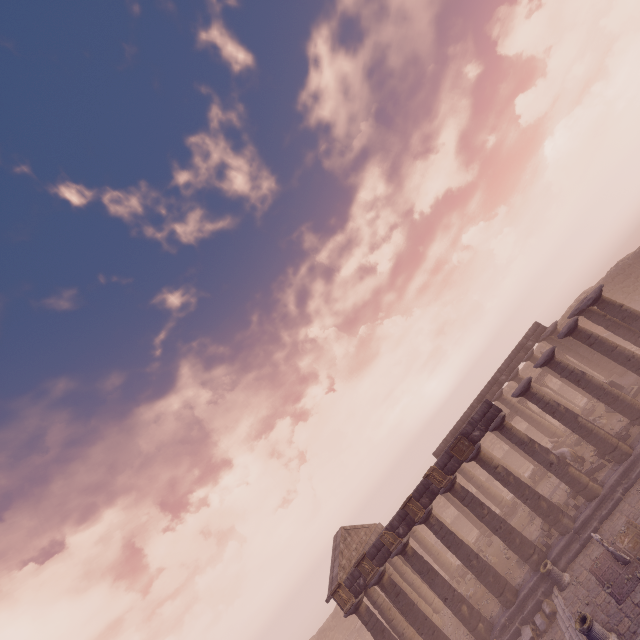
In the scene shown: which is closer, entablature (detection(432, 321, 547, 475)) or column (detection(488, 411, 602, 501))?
column (detection(488, 411, 602, 501))

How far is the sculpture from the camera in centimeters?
1956cm

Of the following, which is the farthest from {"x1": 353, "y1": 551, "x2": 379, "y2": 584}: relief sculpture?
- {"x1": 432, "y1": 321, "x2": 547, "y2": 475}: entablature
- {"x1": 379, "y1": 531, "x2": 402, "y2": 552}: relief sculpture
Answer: {"x1": 379, "y1": 531, "x2": 402, "y2": 552}: relief sculpture

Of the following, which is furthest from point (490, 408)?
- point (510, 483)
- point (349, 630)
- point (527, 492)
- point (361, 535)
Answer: point (349, 630)

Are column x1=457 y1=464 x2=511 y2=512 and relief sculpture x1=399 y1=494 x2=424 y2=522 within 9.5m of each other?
no

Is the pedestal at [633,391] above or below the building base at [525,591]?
above

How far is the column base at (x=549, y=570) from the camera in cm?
1468

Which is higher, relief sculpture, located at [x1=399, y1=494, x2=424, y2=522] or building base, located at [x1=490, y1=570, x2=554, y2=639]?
relief sculpture, located at [x1=399, y1=494, x2=424, y2=522]
